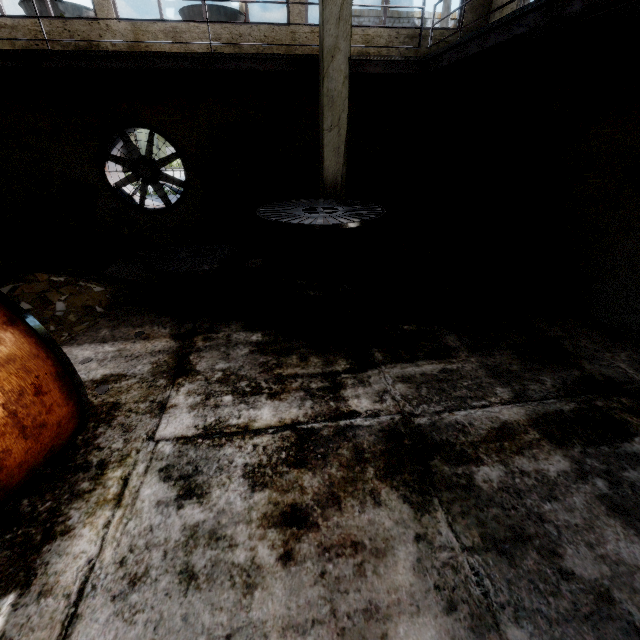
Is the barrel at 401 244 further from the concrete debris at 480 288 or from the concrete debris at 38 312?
the concrete debris at 38 312

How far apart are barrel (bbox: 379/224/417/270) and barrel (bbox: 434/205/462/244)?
2.2m

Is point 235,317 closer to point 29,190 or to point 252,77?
point 252,77

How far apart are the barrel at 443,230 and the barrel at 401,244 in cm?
220

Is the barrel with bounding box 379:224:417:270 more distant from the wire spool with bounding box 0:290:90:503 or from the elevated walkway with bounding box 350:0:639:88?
the wire spool with bounding box 0:290:90:503

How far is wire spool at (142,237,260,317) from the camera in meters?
5.6

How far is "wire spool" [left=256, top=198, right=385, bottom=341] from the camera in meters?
4.7 m

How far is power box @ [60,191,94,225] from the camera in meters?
8.3
